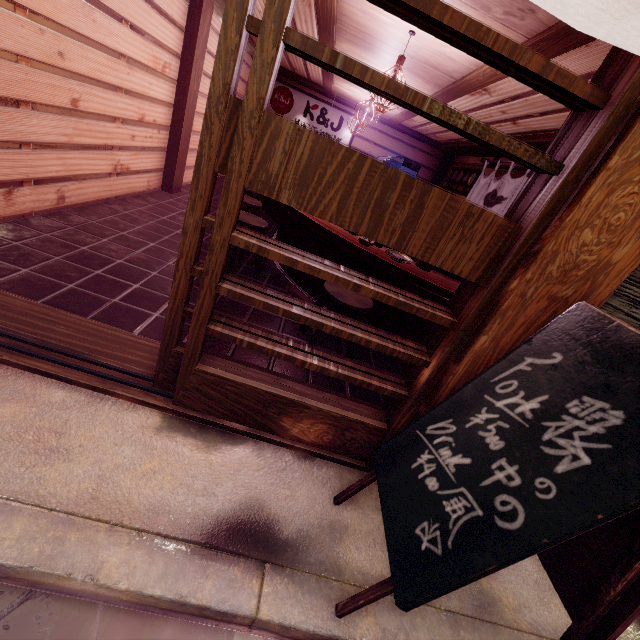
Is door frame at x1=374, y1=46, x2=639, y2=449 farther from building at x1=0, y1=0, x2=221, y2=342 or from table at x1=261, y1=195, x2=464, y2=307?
table at x1=261, y1=195, x2=464, y2=307

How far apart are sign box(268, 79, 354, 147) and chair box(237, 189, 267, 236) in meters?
10.3 m

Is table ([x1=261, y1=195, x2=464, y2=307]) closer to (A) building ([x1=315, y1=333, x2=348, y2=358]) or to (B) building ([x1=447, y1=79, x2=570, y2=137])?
(A) building ([x1=315, y1=333, x2=348, y2=358])

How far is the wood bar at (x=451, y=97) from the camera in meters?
5.8

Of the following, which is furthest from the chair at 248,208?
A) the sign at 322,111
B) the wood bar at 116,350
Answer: the sign at 322,111

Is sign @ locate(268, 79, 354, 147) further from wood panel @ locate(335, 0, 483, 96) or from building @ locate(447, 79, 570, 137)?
building @ locate(447, 79, 570, 137)

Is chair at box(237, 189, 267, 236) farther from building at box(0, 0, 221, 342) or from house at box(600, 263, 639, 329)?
house at box(600, 263, 639, 329)

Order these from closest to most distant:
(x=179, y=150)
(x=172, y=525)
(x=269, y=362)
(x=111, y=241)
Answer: (x=172, y=525) → (x=269, y=362) → (x=111, y=241) → (x=179, y=150)
